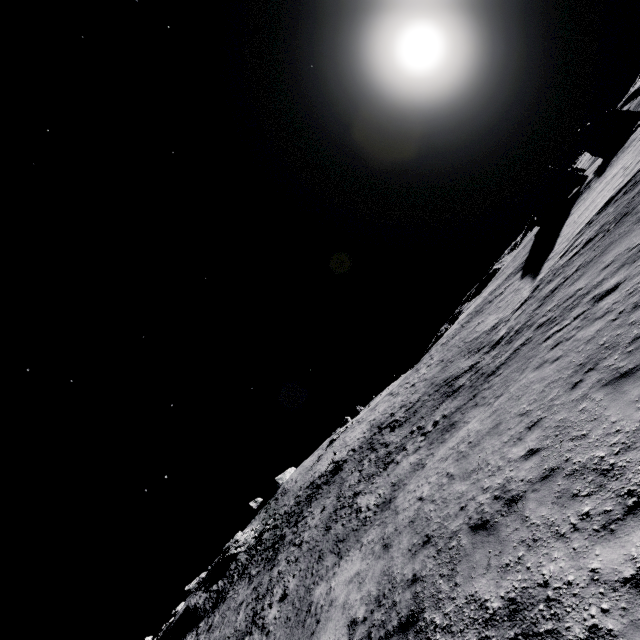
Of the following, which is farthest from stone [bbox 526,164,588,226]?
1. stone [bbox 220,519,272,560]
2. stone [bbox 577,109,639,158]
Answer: A: stone [bbox 220,519,272,560]

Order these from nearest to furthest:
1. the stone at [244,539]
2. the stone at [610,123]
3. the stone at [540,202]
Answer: the stone at [540,202] → the stone at [244,539] → the stone at [610,123]

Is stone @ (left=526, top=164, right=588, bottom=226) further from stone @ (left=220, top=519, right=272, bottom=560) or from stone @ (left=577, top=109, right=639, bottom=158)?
stone @ (left=220, top=519, right=272, bottom=560)

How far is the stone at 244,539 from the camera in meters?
42.7 m

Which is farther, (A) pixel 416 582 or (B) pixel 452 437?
(B) pixel 452 437

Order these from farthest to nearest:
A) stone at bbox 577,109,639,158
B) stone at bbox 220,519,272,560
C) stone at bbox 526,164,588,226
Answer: stone at bbox 577,109,639,158 → stone at bbox 220,519,272,560 → stone at bbox 526,164,588,226

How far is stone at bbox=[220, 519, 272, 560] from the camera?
42.69m
